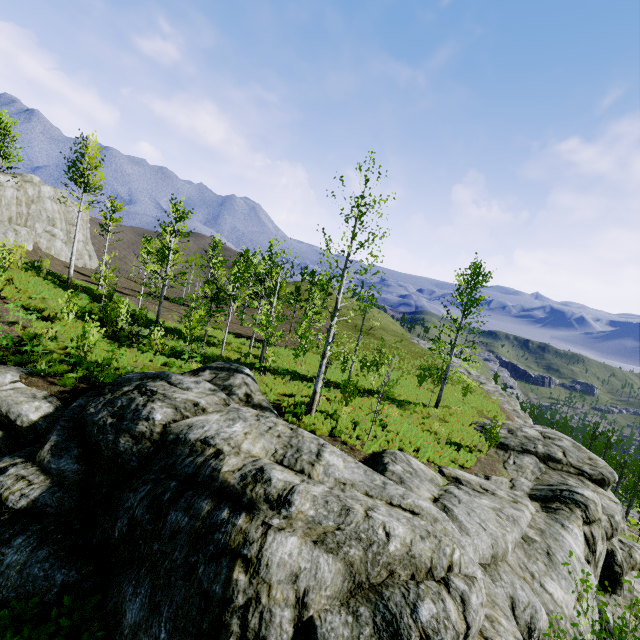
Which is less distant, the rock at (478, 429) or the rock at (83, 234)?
the rock at (478, 429)

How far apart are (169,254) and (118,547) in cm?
2088

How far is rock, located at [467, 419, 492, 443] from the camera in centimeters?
2012cm

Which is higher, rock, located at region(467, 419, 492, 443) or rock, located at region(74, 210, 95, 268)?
rock, located at region(74, 210, 95, 268)

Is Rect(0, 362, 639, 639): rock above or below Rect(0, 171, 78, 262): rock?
below

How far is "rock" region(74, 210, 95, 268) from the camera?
48.01m

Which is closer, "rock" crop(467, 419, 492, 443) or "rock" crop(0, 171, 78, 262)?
"rock" crop(467, 419, 492, 443)

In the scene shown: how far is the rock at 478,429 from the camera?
20.12m
